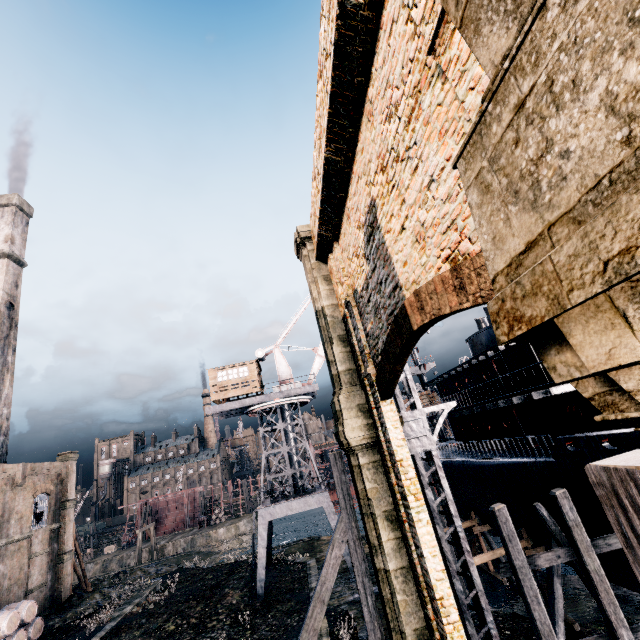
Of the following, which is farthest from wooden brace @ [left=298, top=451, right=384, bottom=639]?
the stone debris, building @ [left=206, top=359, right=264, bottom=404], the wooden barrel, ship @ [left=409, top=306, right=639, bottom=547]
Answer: the stone debris

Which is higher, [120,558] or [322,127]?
[322,127]

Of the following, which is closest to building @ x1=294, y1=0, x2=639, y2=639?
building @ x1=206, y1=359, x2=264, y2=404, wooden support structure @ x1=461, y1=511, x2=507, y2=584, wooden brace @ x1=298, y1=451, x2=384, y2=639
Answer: building @ x1=206, y1=359, x2=264, y2=404

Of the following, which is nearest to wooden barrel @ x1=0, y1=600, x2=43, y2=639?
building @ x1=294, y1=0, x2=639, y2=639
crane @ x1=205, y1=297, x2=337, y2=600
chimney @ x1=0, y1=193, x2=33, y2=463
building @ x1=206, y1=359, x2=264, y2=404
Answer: chimney @ x1=0, y1=193, x2=33, y2=463

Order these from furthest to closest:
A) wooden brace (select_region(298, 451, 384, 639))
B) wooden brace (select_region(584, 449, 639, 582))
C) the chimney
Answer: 1. the chimney
2. wooden brace (select_region(298, 451, 384, 639))
3. wooden brace (select_region(584, 449, 639, 582))

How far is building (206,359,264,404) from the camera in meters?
30.2 m

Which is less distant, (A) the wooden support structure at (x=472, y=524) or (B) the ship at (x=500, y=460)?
(B) the ship at (x=500, y=460)

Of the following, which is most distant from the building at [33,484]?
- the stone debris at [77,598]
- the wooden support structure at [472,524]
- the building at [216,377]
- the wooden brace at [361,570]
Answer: the wooden support structure at [472,524]
